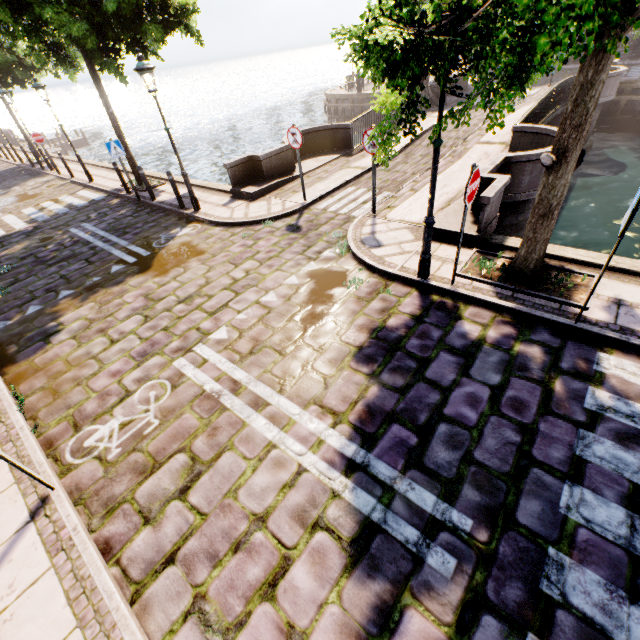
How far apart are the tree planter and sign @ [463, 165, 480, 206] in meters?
1.4

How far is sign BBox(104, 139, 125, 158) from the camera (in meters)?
10.32

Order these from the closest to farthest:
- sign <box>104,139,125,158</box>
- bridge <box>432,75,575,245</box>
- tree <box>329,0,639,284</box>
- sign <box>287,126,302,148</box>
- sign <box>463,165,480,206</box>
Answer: tree <box>329,0,639,284</box> → sign <box>463,165,480,206</box> → bridge <box>432,75,575,245</box> → sign <box>287,126,302,148</box> → sign <box>104,139,125,158</box>

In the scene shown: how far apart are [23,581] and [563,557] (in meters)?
4.92

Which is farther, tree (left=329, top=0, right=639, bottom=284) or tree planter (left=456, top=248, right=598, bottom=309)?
tree planter (left=456, top=248, right=598, bottom=309)

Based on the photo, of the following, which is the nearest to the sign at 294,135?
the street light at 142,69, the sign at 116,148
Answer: the street light at 142,69

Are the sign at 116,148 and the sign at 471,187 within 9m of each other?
no

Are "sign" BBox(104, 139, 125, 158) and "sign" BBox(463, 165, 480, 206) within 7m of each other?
no
